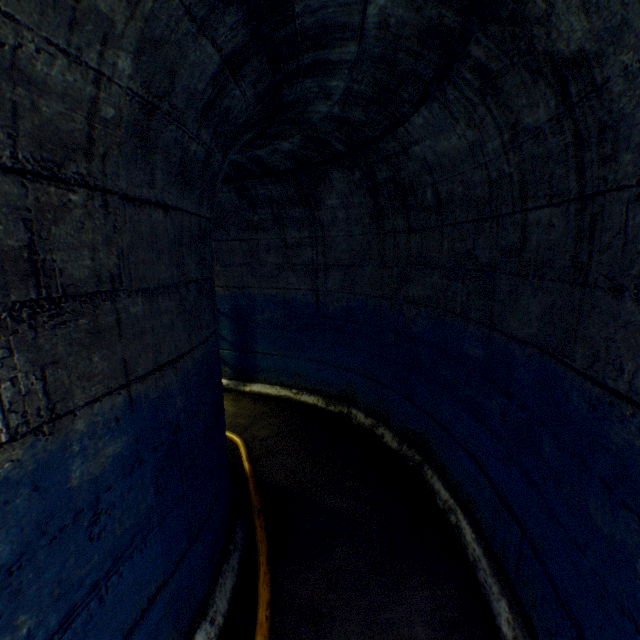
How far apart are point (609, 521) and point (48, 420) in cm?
181

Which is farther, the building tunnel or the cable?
the cable

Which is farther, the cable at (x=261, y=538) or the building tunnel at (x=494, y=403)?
the cable at (x=261, y=538)
